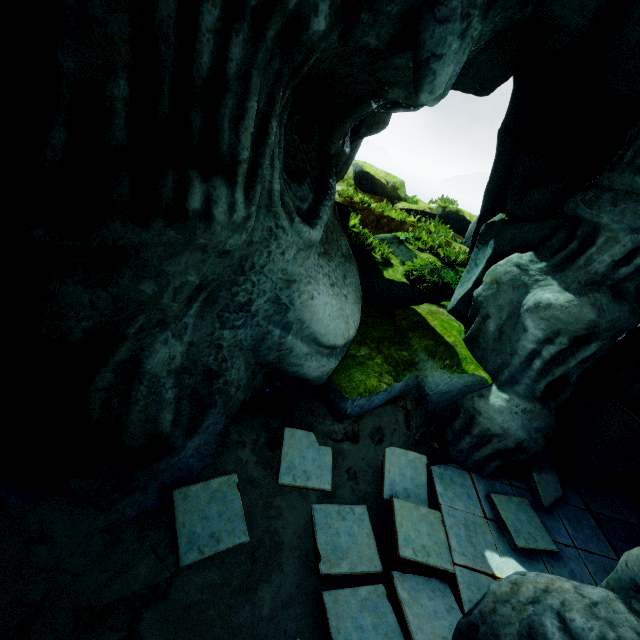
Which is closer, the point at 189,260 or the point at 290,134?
the point at 189,260
